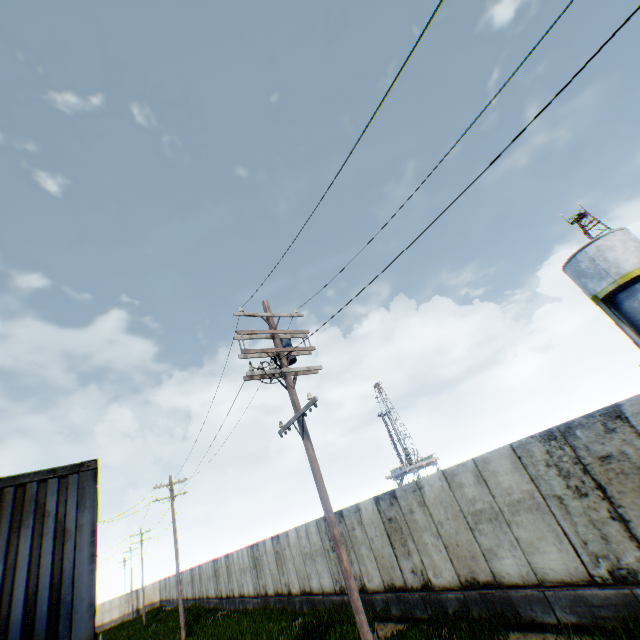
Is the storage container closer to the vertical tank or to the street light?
the street light

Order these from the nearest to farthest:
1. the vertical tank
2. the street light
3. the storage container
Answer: → the storage container → the street light → the vertical tank

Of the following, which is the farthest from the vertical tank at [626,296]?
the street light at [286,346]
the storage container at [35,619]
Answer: the storage container at [35,619]

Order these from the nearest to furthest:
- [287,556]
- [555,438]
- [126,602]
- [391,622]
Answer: [555,438] < [391,622] < [287,556] < [126,602]

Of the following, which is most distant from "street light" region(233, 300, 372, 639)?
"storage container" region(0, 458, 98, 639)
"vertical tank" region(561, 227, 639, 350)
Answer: "vertical tank" region(561, 227, 639, 350)
